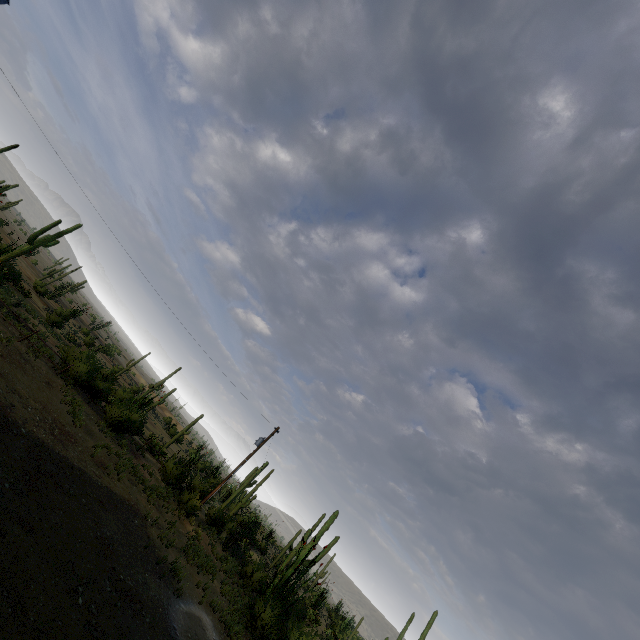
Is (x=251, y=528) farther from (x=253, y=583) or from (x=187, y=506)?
(x=187, y=506)
